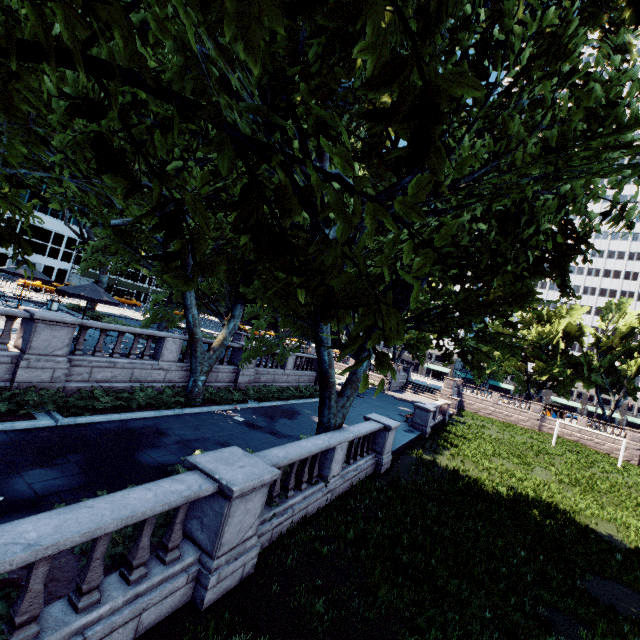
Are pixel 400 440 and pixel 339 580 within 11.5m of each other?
no

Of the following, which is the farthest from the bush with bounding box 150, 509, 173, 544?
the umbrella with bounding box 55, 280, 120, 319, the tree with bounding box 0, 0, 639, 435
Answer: the umbrella with bounding box 55, 280, 120, 319

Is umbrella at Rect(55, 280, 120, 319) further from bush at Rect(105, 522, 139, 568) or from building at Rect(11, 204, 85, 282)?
building at Rect(11, 204, 85, 282)

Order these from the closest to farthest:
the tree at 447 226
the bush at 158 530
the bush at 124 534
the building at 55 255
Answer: the tree at 447 226 < the bush at 124 534 < the bush at 158 530 < the building at 55 255

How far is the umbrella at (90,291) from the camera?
15.6m

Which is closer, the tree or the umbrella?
the tree

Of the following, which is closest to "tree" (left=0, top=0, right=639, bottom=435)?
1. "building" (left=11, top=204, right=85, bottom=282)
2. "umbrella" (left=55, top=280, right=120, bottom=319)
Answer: "umbrella" (left=55, top=280, right=120, bottom=319)

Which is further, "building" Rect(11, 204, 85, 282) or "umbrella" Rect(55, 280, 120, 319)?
"building" Rect(11, 204, 85, 282)
